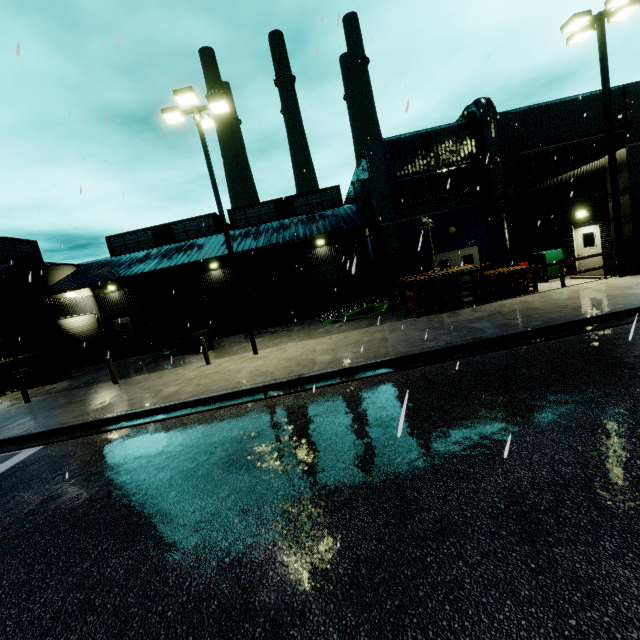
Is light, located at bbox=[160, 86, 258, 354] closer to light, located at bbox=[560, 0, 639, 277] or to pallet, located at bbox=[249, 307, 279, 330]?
pallet, located at bbox=[249, 307, 279, 330]

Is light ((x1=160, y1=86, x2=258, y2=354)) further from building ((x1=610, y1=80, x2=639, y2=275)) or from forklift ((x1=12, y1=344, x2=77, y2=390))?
forklift ((x1=12, y1=344, x2=77, y2=390))

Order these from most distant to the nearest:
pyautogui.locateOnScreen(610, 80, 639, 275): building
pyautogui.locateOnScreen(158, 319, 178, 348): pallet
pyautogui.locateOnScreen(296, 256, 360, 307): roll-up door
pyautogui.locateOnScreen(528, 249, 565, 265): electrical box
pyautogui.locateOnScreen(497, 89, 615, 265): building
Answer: pyautogui.locateOnScreen(296, 256, 360, 307): roll-up door < pyautogui.locateOnScreen(158, 319, 178, 348): pallet < pyautogui.locateOnScreen(528, 249, 565, 265): electrical box < pyautogui.locateOnScreen(497, 89, 615, 265): building < pyautogui.locateOnScreen(610, 80, 639, 275): building

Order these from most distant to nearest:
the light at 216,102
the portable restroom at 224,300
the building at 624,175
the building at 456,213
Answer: the portable restroom at 224,300 < the building at 456,213 < the building at 624,175 < the light at 216,102

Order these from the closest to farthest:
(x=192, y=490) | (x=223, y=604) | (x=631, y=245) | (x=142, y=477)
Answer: (x=223, y=604) → (x=192, y=490) → (x=142, y=477) → (x=631, y=245)

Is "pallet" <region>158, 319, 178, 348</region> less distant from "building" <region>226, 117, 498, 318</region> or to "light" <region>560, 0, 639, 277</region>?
"building" <region>226, 117, 498, 318</region>

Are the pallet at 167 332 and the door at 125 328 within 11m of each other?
yes

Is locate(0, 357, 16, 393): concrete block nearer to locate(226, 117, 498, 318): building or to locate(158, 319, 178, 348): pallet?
locate(226, 117, 498, 318): building
